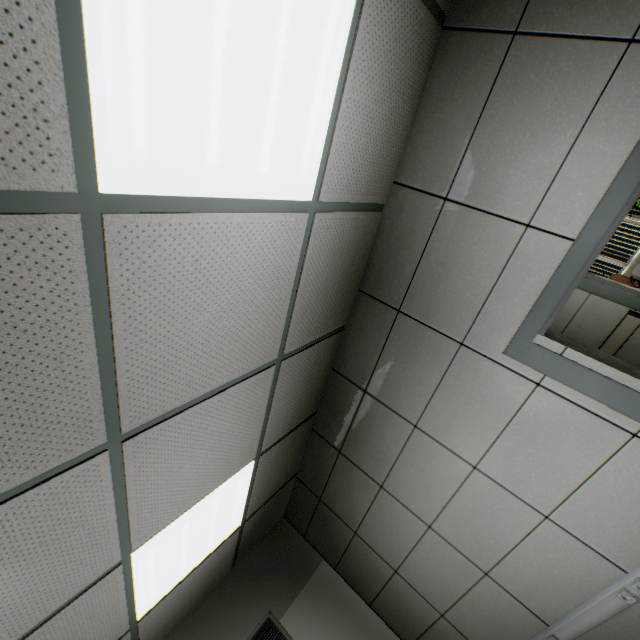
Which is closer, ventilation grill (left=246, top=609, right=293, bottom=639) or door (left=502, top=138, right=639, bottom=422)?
door (left=502, top=138, right=639, bottom=422)

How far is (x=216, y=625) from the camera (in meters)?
3.09

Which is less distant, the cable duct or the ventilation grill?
the cable duct

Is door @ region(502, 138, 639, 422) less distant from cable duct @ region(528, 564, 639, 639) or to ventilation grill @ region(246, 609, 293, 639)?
cable duct @ region(528, 564, 639, 639)

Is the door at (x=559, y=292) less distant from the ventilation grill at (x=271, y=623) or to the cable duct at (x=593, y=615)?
the cable duct at (x=593, y=615)

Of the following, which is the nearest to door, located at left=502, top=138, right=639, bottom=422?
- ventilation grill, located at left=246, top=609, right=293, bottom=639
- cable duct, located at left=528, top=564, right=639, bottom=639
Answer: cable duct, located at left=528, top=564, right=639, bottom=639
